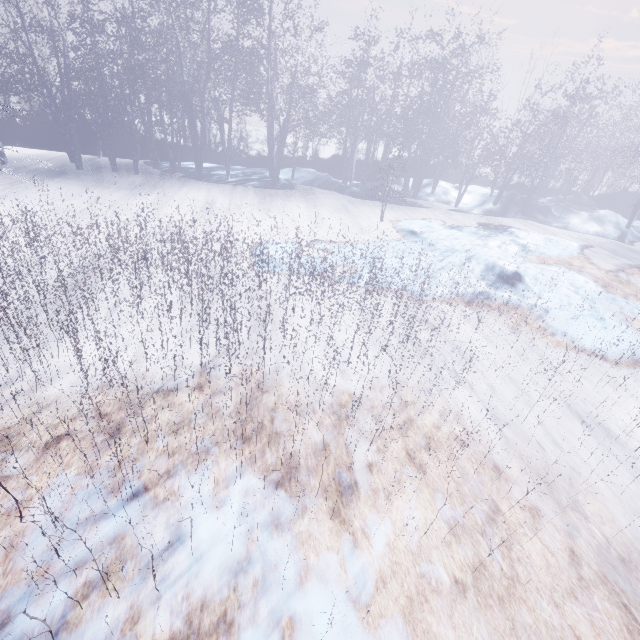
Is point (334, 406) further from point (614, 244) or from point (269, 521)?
point (614, 244)
